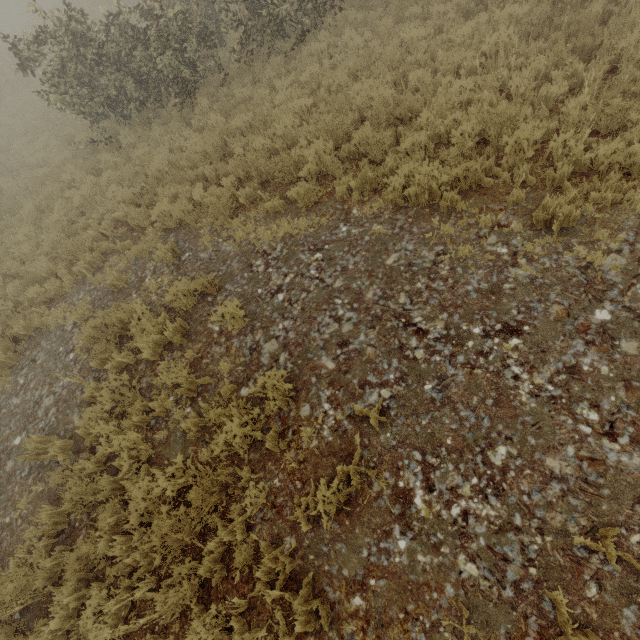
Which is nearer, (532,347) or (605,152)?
(532,347)
